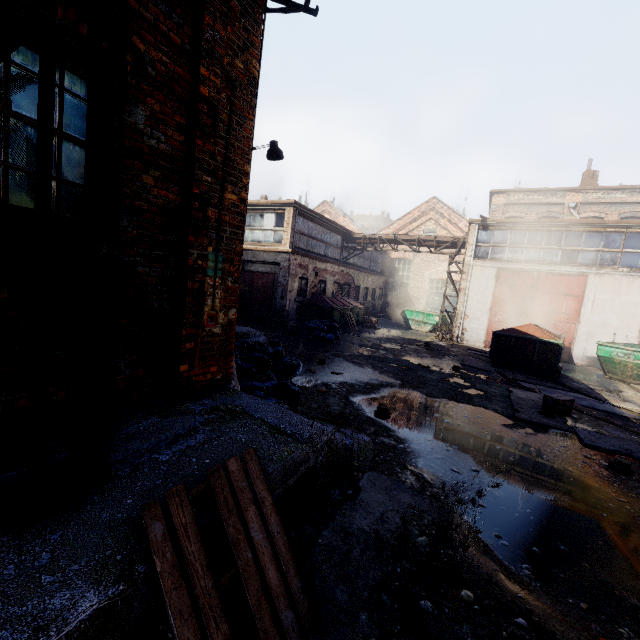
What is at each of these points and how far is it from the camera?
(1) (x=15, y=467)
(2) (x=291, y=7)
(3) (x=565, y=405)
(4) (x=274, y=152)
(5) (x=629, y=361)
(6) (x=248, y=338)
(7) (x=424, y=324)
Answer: (1) building, 2.1m
(2) scaffolding, 5.9m
(3) carton, 7.2m
(4) light, 7.3m
(5) container, 11.5m
(6) building, 8.5m
(7) container, 22.2m

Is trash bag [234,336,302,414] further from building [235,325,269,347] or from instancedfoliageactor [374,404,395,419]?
instancedfoliageactor [374,404,395,419]

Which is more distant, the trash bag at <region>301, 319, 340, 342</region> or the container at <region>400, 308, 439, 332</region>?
the container at <region>400, 308, 439, 332</region>

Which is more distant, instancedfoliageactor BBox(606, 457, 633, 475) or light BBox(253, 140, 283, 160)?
light BBox(253, 140, 283, 160)

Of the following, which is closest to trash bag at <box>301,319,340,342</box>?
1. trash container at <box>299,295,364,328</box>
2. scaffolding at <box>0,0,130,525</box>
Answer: trash container at <box>299,295,364,328</box>

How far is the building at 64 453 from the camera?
2.16m

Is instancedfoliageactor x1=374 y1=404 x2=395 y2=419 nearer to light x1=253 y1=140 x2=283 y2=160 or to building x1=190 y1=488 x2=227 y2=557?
building x1=190 y1=488 x2=227 y2=557

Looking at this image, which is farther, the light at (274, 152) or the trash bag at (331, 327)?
the trash bag at (331, 327)
